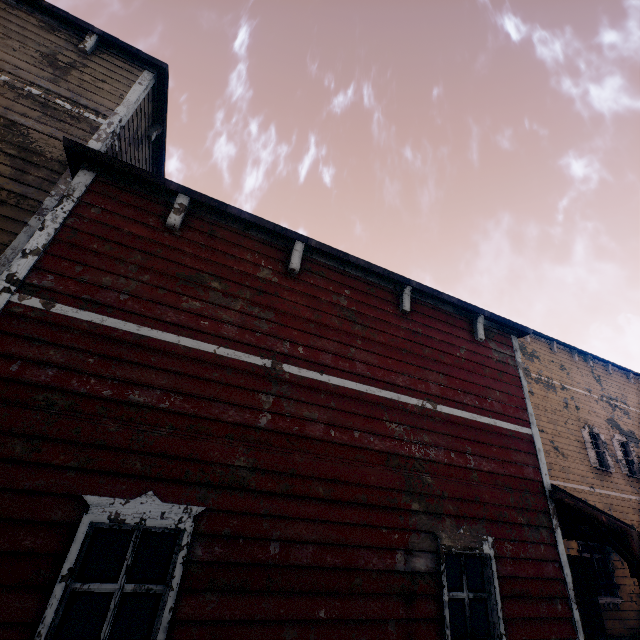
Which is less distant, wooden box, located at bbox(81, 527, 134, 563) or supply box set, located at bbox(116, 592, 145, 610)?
supply box set, located at bbox(116, 592, 145, 610)

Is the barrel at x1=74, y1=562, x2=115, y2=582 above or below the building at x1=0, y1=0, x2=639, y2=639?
below

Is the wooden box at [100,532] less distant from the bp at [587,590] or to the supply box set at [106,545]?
the supply box set at [106,545]

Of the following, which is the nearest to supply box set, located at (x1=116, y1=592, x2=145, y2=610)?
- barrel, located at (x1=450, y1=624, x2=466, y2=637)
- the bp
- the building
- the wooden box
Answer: the wooden box

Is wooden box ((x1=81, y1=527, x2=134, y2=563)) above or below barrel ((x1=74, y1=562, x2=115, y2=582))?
above

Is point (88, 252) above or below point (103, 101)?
below

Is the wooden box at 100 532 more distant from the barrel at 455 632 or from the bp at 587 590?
the bp at 587 590

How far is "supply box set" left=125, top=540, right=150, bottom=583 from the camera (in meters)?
7.50
